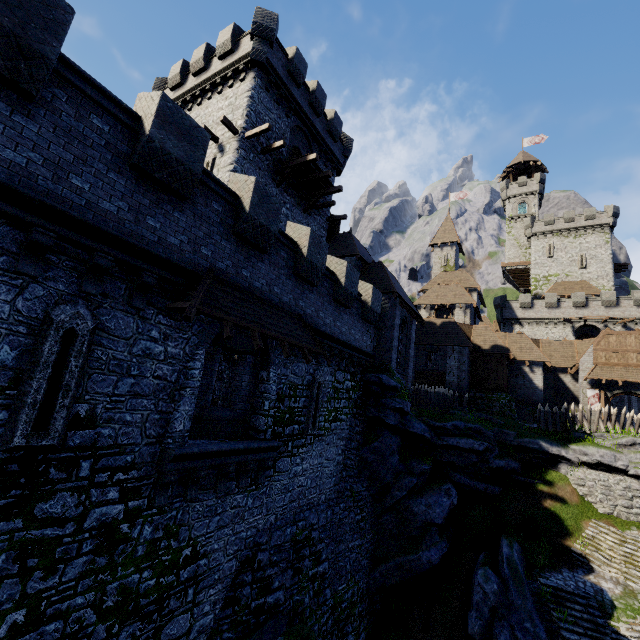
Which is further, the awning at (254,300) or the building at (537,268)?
the building at (537,268)

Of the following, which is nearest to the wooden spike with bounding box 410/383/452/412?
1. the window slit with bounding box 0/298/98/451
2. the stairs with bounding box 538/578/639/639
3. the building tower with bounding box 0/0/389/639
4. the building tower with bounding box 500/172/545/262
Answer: the building tower with bounding box 0/0/389/639

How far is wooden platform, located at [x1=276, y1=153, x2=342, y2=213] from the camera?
19.4 meters

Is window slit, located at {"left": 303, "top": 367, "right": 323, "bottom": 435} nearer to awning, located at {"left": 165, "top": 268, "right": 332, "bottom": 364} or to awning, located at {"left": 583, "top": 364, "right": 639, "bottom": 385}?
awning, located at {"left": 165, "top": 268, "right": 332, "bottom": 364}

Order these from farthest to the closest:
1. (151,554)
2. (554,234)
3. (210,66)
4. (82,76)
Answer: (554,234) → (210,66) → (151,554) → (82,76)

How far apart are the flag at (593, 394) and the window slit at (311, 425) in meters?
27.7

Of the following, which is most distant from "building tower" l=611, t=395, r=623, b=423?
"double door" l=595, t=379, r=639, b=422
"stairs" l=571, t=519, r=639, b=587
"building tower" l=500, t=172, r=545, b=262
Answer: "stairs" l=571, t=519, r=639, b=587

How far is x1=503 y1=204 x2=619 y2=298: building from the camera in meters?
46.8 m
